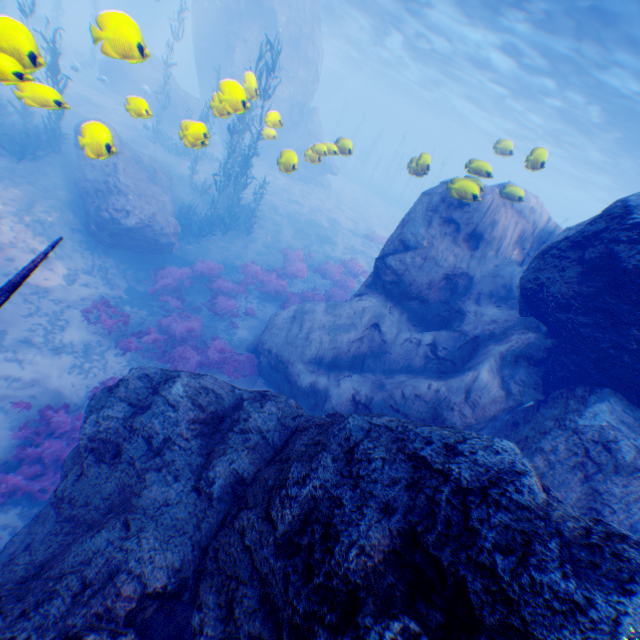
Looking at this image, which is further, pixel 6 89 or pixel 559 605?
pixel 6 89

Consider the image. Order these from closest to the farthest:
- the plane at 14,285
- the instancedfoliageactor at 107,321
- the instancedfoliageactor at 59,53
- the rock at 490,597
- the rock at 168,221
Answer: the rock at 490,597, the plane at 14,285, the instancedfoliageactor at 59,53, the rock at 168,221, the instancedfoliageactor at 107,321

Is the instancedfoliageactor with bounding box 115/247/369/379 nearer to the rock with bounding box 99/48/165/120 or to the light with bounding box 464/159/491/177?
the rock with bounding box 99/48/165/120

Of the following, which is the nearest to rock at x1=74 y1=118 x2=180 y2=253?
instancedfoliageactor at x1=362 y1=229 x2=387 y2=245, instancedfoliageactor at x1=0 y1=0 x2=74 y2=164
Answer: instancedfoliageactor at x1=0 y1=0 x2=74 y2=164

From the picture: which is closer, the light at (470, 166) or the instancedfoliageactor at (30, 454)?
the instancedfoliageactor at (30, 454)

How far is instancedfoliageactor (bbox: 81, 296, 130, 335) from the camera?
10.28m

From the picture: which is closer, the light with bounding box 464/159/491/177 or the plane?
the plane

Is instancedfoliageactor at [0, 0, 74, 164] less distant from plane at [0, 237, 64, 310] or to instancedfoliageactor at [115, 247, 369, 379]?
plane at [0, 237, 64, 310]
